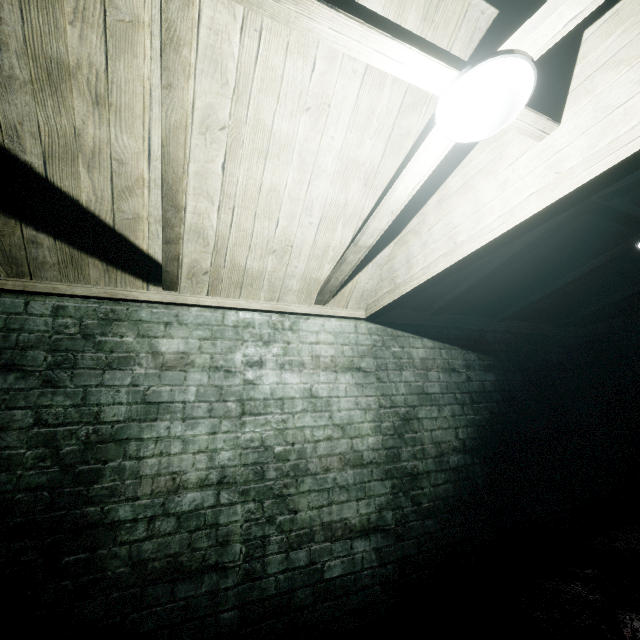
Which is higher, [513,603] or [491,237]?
[491,237]

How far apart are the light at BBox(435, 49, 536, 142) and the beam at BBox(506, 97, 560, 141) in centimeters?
3cm

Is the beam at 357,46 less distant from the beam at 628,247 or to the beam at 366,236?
the beam at 366,236

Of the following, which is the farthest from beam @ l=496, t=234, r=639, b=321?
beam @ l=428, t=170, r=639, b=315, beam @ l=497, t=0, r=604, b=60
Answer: beam @ l=497, t=0, r=604, b=60

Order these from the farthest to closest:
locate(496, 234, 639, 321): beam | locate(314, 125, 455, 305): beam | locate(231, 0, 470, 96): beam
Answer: locate(496, 234, 639, 321): beam < locate(314, 125, 455, 305): beam < locate(231, 0, 470, 96): beam

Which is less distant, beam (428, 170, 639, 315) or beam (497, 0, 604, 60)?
beam (497, 0, 604, 60)

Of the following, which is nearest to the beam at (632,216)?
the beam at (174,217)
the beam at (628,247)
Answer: the beam at (628,247)
